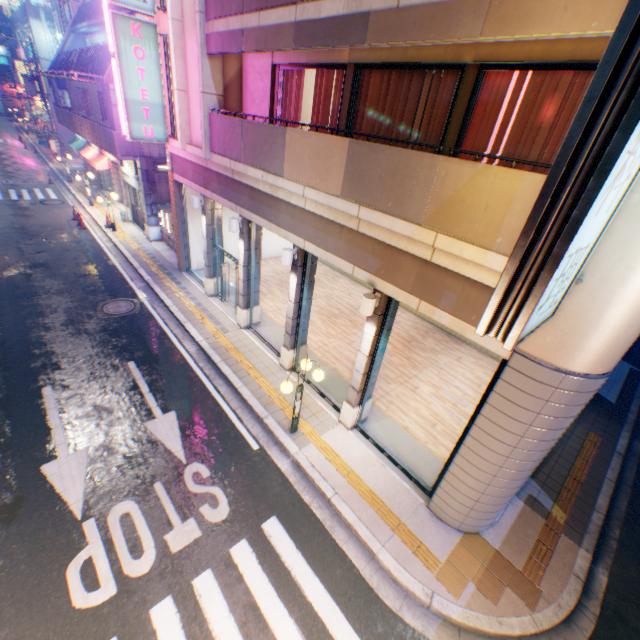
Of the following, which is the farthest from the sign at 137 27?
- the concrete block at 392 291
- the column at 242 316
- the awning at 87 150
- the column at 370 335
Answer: the awning at 87 150

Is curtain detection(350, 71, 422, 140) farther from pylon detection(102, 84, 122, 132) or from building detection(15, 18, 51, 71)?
building detection(15, 18, 51, 71)

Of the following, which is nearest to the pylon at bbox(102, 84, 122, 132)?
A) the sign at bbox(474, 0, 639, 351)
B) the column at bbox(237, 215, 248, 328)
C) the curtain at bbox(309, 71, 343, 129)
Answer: the column at bbox(237, 215, 248, 328)

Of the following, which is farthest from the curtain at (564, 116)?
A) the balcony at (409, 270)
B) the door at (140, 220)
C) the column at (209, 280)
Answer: the door at (140, 220)

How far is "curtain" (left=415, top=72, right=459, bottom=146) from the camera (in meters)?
6.08

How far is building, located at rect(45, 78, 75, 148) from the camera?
33.0 meters

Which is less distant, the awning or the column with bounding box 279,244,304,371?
the column with bounding box 279,244,304,371

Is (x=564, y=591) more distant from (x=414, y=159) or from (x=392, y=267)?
(x=414, y=159)
